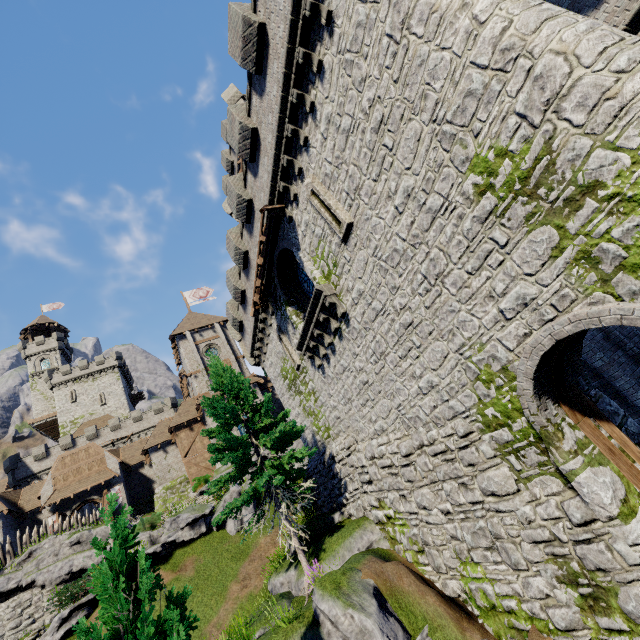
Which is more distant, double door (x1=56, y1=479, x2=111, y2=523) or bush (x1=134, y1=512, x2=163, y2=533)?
double door (x1=56, y1=479, x2=111, y2=523)

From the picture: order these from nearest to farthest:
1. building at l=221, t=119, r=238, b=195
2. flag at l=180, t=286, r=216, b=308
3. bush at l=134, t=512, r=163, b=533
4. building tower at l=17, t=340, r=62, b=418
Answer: bush at l=134, t=512, r=163, b=533 → building at l=221, t=119, r=238, b=195 → flag at l=180, t=286, r=216, b=308 → building tower at l=17, t=340, r=62, b=418

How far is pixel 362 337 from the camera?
10.85m

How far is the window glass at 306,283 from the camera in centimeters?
1461cm

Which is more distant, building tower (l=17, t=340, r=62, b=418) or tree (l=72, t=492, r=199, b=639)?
building tower (l=17, t=340, r=62, b=418)

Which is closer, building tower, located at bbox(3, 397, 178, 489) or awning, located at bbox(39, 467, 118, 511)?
awning, located at bbox(39, 467, 118, 511)

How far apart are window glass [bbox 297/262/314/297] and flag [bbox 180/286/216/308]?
31.5m

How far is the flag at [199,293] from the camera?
43.5m
